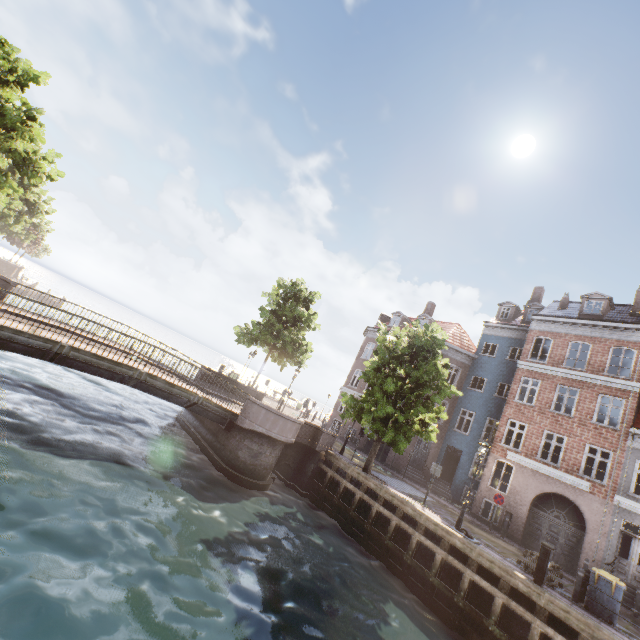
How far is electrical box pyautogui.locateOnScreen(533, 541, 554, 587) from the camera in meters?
9.9 m

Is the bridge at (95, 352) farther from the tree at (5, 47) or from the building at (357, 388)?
the building at (357, 388)

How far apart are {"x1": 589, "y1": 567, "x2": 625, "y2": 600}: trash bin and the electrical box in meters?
1.8

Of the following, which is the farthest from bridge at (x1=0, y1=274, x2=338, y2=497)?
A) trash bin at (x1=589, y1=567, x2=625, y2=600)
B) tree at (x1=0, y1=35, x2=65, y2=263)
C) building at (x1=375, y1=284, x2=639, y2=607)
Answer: trash bin at (x1=589, y1=567, x2=625, y2=600)

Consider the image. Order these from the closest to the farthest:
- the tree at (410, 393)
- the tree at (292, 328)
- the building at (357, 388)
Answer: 1. the tree at (410, 393)
2. the tree at (292, 328)
3. the building at (357, 388)

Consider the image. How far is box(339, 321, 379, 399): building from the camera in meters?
30.1 m

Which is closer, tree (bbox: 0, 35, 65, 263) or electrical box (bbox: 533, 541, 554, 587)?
electrical box (bbox: 533, 541, 554, 587)

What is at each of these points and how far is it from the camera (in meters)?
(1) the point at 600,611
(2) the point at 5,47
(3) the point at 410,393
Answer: (1) trash bin, 10.16
(2) tree, 15.78
(3) tree, 16.30
